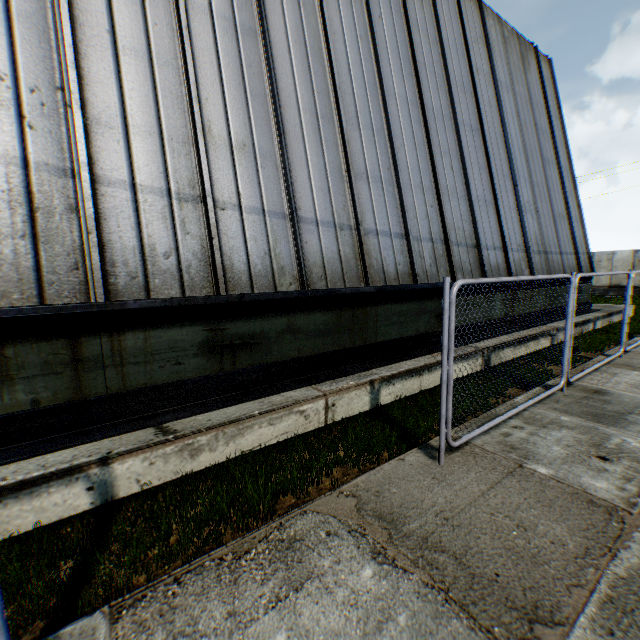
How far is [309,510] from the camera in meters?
3.1
